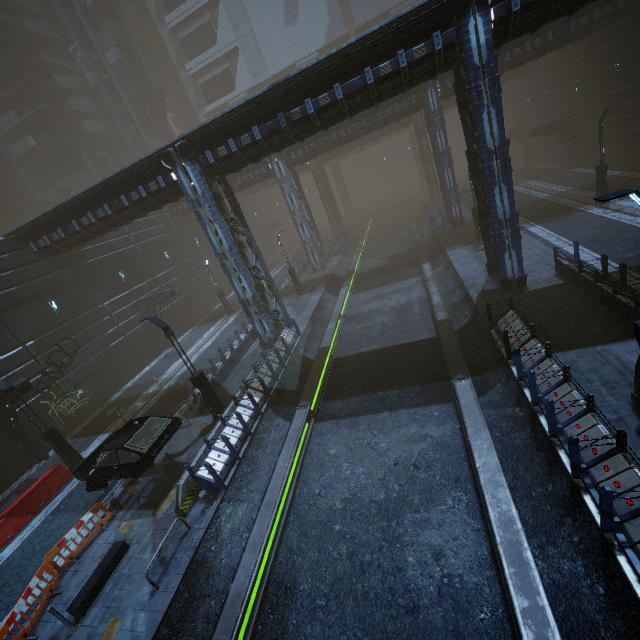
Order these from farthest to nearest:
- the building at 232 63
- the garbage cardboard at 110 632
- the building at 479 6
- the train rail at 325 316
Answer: the building at 232 63 < the building at 479 6 < the garbage cardboard at 110 632 < the train rail at 325 316

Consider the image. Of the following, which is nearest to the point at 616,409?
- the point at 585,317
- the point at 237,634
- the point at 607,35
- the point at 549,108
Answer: the point at 585,317

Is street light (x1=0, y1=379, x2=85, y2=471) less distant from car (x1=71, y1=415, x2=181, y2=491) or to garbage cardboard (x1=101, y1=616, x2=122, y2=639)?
car (x1=71, y1=415, x2=181, y2=491)

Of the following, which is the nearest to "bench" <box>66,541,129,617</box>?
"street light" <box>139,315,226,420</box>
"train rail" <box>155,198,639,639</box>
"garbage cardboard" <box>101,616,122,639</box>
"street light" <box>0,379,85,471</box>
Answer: "garbage cardboard" <box>101,616,122,639</box>

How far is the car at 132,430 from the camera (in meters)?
11.30

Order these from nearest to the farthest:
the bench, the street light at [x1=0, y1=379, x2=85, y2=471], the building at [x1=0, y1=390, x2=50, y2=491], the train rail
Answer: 1. the train rail
2. the bench
3. the street light at [x1=0, y1=379, x2=85, y2=471]
4. the building at [x1=0, y1=390, x2=50, y2=491]

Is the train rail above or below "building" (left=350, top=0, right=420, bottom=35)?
below

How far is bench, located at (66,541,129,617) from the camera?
8.7m
